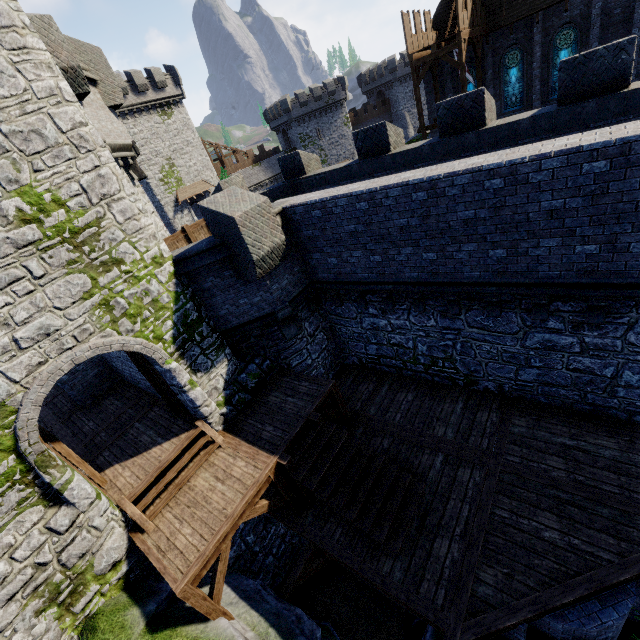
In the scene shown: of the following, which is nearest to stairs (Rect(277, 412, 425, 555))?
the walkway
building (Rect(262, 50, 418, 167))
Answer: the walkway

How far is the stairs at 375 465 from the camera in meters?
7.7 m

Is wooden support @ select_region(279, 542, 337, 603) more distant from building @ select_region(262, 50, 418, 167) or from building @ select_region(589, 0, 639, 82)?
building @ select_region(262, 50, 418, 167)

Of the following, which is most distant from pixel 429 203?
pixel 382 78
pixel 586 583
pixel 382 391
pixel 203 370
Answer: pixel 382 78

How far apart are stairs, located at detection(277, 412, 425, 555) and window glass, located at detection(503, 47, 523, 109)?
28.71m

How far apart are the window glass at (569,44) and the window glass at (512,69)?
1.5m

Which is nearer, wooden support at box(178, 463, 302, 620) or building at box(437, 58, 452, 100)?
wooden support at box(178, 463, 302, 620)

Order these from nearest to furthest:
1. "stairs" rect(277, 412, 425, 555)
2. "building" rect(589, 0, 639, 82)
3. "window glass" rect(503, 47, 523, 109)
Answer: "stairs" rect(277, 412, 425, 555), "building" rect(589, 0, 639, 82), "window glass" rect(503, 47, 523, 109)
